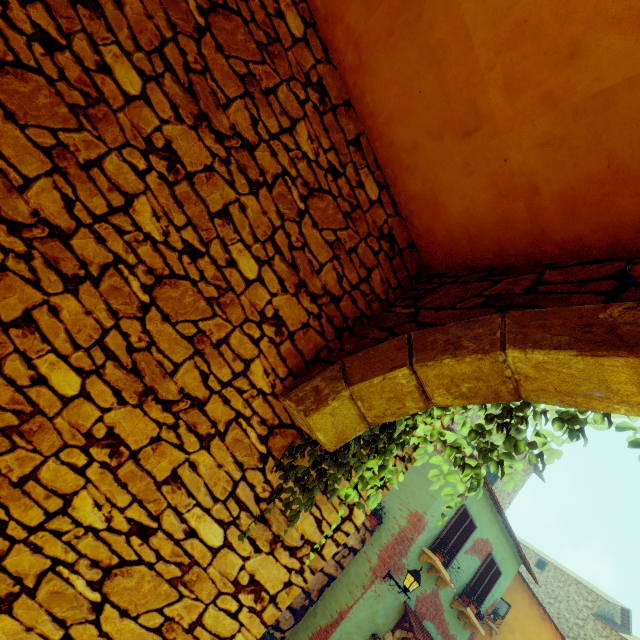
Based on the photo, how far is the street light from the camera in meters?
8.0 m

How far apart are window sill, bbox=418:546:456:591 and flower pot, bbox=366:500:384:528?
1.25m

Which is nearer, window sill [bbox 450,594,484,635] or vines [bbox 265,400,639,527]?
vines [bbox 265,400,639,527]

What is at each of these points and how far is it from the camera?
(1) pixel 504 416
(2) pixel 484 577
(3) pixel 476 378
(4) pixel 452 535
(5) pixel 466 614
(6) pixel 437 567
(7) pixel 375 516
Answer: (1) vines, 1.6m
(2) window, 10.4m
(3) stone doorway, 1.7m
(4) window, 9.6m
(5) window sill, 10.0m
(6) window sill, 9.0m
(7) flower pot, 9.5m

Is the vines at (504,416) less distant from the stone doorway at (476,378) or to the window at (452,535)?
the stone doorway at (476,378)

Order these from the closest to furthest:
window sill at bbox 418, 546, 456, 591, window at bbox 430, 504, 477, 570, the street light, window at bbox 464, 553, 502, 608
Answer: the street light
window sill at bbox 418, 546, 456, 591
window at bbox 430, 504, 477, 570
window at bbox 464, 553, 502, 608

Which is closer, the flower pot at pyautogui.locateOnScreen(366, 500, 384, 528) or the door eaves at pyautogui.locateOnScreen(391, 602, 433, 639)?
the door eaves at pyautogui.locateOnScreen(391, 602, 433, 639)

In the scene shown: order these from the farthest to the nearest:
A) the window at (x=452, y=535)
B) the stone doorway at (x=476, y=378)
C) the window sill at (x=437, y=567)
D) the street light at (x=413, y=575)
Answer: the window at (x=452, y=535)
the window sill at (x=437, y=567)
the street light at (x=413, y=575)
the stone doorway at (x=476, y=378)
